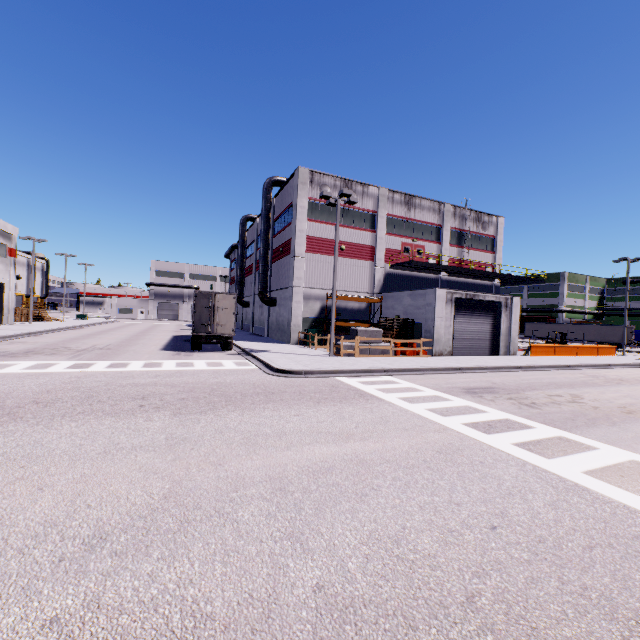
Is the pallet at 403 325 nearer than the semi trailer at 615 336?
Yes

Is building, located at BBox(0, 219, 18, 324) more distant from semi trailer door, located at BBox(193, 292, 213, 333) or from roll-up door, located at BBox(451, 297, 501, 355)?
semi trailer door, located at BBox(193, 292, 213, 333)

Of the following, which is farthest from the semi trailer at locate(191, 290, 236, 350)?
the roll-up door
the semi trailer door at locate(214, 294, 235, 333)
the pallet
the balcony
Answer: the pallet

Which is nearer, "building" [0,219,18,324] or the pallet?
the pallet

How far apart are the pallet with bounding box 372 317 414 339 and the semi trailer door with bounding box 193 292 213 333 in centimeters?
1164cm

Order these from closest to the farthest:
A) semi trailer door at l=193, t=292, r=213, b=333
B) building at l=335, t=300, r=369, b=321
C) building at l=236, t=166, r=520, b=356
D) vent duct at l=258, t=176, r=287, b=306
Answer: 1. semi trailer door at l=193, t=292, r=213, b=333
2. building at l=236, t=166, r=520, b=356
3. building at l=335, t=300, r=369, b=321
4. vent duct at l=258, t=176, r=287, b=306

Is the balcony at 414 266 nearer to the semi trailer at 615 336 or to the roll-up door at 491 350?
the semi trailer at 615 336

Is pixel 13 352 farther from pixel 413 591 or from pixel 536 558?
pixel 536 558
